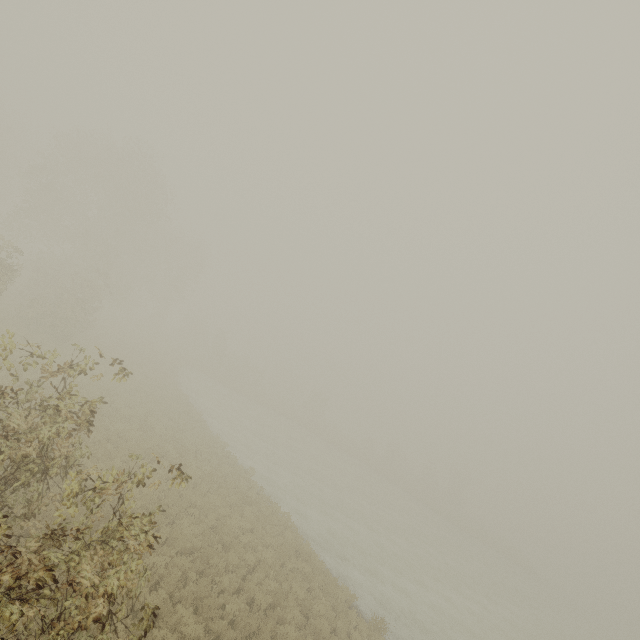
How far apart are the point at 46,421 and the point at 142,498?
7.60m
